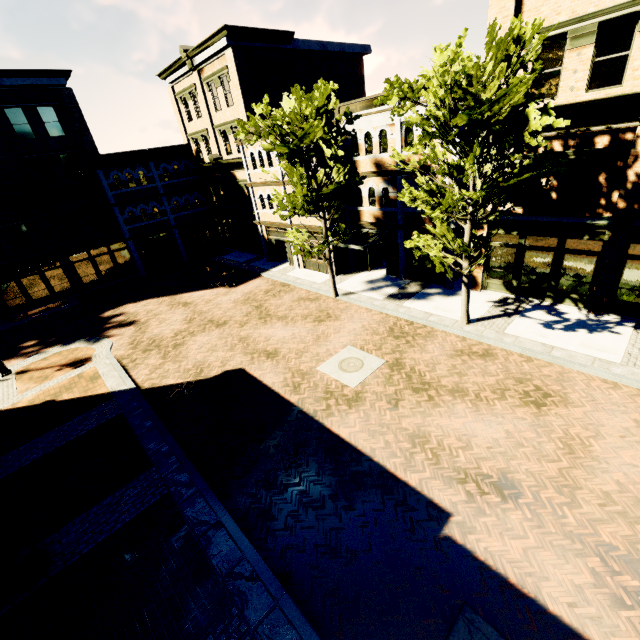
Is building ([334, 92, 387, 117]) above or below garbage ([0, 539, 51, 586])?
above

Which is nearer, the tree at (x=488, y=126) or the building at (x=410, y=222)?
the tree at (x=488, y=126)

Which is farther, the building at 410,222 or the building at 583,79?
the building at 410,222

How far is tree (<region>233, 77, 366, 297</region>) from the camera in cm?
1328

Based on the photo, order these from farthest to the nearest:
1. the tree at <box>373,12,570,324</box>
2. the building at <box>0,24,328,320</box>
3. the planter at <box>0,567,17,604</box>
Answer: the building at <box>0,24,328,320</box>, the tree at <box>373,12,570,324</box>, the planter at <box>0,567,17,604</box>

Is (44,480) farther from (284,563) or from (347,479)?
(347,479)

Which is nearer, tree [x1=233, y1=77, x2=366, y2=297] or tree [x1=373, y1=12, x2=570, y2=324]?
tree [x1=373, y1=12, x2=570, y2=324]
